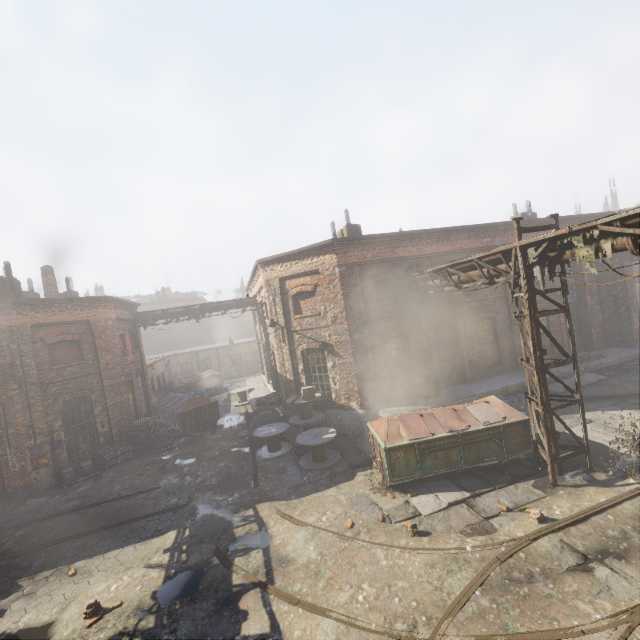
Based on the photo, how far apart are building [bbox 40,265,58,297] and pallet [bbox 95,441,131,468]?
8.7 meters

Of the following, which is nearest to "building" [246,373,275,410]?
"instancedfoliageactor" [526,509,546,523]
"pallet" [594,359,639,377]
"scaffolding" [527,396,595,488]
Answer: "pallet" [594,359,639,377]

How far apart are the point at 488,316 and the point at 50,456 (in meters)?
20.82

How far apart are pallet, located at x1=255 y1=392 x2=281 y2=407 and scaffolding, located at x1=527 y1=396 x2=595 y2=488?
11.4 meters

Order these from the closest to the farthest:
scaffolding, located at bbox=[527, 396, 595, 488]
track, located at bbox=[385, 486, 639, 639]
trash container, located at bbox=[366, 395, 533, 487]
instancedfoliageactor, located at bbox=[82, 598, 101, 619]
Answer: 1. track, located at bbox=[385, 486, 639, 639]
2. instancedfoliageactor, located at bbox=[82, 598, 101, 619]
3. scaffolding, located at bbox=[527, 396, 595, 488]
4. trash container, located at bbox=[366, 395, 533, 487]

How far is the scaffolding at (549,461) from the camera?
8.3 meters

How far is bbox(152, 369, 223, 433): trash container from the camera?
17.6 meters

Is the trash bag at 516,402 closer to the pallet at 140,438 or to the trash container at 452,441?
the trash container at 452,441
